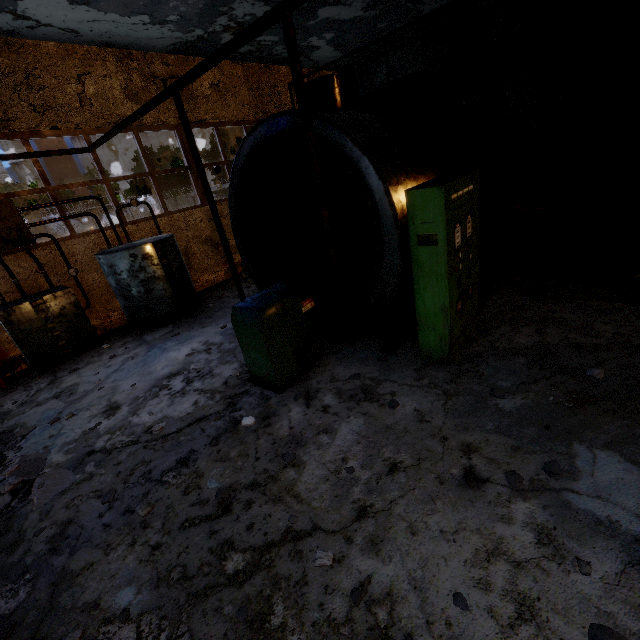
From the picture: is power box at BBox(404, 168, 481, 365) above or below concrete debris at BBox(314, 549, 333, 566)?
above

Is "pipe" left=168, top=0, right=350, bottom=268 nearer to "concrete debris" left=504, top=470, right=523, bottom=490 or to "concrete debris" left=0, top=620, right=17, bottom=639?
"concrete debris" left=504, top=470, right=523, bottom=490

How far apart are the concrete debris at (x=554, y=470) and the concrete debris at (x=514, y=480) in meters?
0.2 m

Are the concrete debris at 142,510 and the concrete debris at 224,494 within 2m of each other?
yes

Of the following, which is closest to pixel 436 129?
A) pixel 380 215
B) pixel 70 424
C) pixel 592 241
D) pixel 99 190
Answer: pixel 380 215

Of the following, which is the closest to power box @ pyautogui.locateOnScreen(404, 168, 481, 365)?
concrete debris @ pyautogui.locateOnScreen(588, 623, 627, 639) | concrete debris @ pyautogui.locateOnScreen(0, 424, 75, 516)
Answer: concrete debris @ pyautogui.locateOnScreen(588, 623, 627, 639)

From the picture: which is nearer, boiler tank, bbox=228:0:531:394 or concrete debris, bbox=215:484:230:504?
concrete debris, bbox=215:484:230:504

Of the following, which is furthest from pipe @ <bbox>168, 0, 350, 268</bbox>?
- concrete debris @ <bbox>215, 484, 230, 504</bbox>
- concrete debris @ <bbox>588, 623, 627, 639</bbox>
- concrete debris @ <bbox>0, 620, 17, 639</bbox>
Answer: concrete debris @ <bbox>0, 620, 17, 639</bbox>
